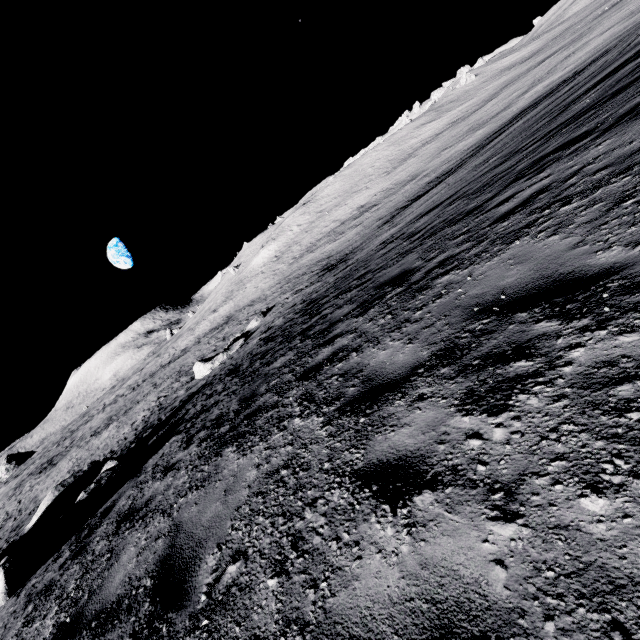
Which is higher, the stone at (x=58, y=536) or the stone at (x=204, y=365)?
the stone at (x=58, y=536)

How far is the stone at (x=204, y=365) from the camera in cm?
2344

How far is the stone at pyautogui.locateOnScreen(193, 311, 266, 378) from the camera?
23.4m

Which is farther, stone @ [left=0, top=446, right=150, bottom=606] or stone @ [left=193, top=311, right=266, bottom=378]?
stone @ [left=193, top=311, right=266, bottom=378]

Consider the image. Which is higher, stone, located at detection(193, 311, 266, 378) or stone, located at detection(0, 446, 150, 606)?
stone, located at detection(0, 446, 150, 606)

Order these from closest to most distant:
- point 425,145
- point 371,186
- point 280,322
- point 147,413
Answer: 1. point 280,322
2. point 147,413
3. point 425,145
4. point 371,186
